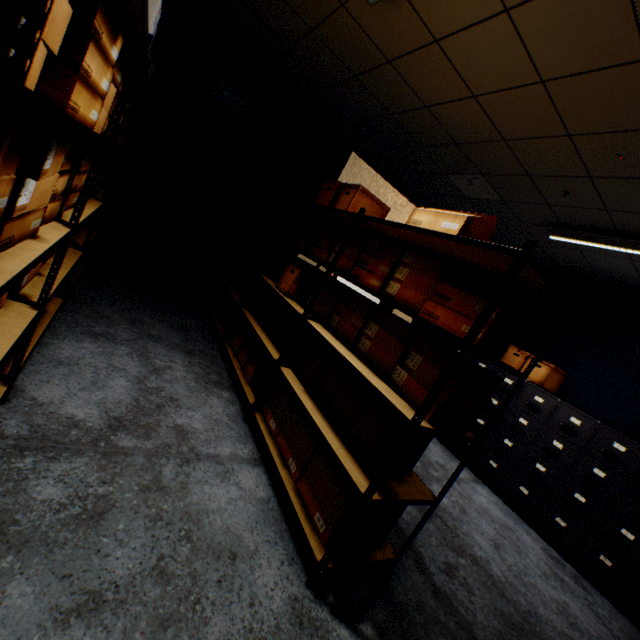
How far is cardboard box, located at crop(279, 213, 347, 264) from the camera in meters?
2.9 m

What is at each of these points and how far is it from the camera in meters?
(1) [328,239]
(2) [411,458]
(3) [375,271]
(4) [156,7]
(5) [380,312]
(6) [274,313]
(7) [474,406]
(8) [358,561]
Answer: (1) cardboard box, 2.9
(2) cardboard box, 1.9
(3) cardboard box, 2.3
(4) cardboard box, 1.5
(5) cardboard box, 2.1
(6) cardboard box, 3.3
(7) cardboard box, 1.6
(8) rack, 1.7

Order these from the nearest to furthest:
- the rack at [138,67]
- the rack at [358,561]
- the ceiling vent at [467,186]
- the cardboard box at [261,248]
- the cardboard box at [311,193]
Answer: the rack at [138,67]
the rack at [358,561]
the cardboard box at [311,193]
the ceiling vent at [467,186]
the cardboard box at [261,248]

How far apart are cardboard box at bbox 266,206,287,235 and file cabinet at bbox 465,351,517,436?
2.6m

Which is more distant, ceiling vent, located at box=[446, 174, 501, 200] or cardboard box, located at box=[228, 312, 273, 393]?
ceiling vent, located at box=[446, 174, 501, 200]

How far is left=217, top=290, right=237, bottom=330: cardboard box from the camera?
3.8m

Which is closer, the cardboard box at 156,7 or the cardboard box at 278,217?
the cardboard box at 156,7

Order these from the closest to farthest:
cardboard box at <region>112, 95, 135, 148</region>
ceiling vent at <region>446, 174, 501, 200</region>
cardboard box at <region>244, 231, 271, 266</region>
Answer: cardboard box at <region>112, 95, 135, 148</region> < ceiling vent at <region>446, 174, 501, 200</region> < cardboard box at <region>244, 231, 271, 266</region>
